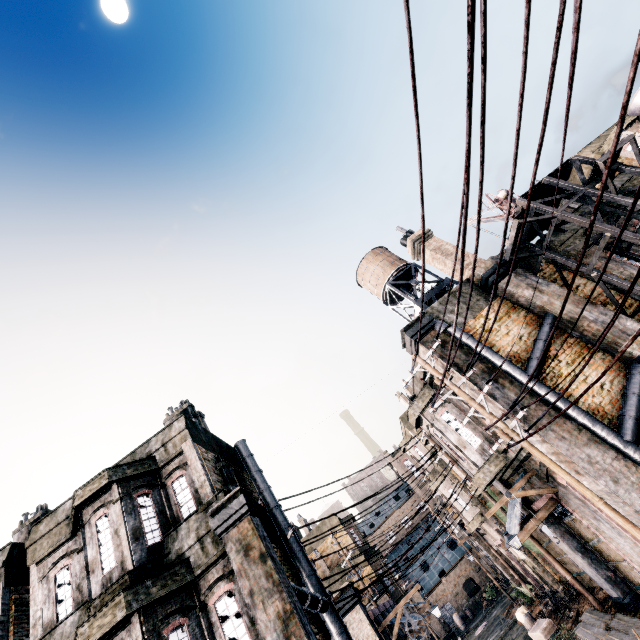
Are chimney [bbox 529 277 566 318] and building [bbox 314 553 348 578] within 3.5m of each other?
no

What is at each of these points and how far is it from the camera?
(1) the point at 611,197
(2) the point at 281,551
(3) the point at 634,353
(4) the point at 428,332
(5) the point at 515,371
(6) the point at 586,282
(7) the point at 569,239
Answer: (1) wooden scaffolding, 11.30m
(2) building, 10.98m
(3) chimney, 10.85m
(4) column, 13.77m
(5) pipe, 11.68m
(6) building, 13.92m
(7) building, 14.88m

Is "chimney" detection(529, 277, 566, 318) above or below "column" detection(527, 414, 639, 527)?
above

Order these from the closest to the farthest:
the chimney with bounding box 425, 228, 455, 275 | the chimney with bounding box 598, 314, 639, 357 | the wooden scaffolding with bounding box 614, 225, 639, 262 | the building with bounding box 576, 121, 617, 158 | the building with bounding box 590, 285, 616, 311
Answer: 1. the wooden scaffolding with bounding box 614, 225, 639, 262
2. the chimney with bounding box 598, 314, 639, 357
3. the building with bounding box 590, 285, 616, 311
4. the chimney with bounding box 425, 228, 455, 275
5. the building with bounding box 576, 121, 617, 158

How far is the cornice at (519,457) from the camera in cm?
1244

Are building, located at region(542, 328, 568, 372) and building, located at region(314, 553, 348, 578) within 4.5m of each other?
no

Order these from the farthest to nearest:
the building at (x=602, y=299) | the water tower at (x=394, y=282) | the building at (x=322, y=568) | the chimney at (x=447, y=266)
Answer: the building at (x=322, y=568) < the water tower at (x=394, y=282) < the chimney at (x=447, y=266) < the building at (x=602, y=299)

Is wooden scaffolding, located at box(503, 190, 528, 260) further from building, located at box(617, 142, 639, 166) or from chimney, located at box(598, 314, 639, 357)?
building, located at box(617, 142, 639, 166)
